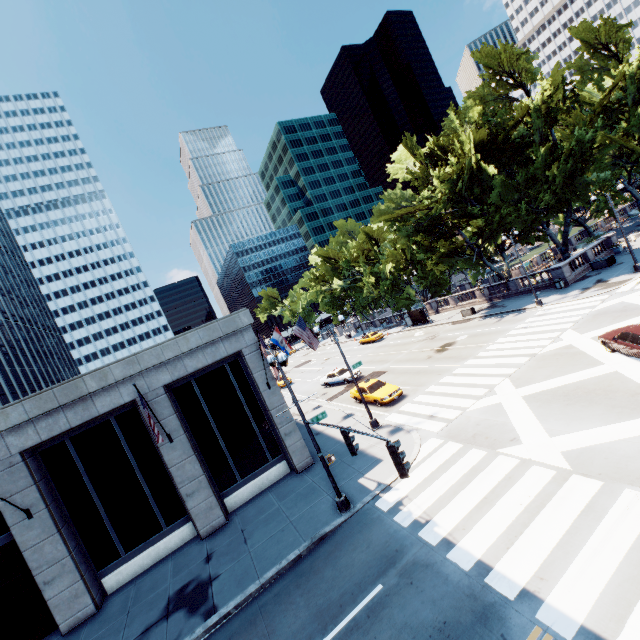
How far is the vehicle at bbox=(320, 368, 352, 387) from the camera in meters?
32.8 m

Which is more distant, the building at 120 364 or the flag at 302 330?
the flag at 302 330

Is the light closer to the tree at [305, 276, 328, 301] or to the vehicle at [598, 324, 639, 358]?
the vehicle at [598, 324, 639, 358]

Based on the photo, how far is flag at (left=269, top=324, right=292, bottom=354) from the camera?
24.9 meters

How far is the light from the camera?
9.48m

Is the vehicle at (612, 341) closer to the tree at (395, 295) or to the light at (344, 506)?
the light at (344, 506)

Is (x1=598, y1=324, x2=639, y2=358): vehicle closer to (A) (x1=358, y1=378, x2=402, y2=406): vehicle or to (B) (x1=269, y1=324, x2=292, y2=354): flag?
(A) (x1=358, y1=378, x2=402, y2=406): vehicle

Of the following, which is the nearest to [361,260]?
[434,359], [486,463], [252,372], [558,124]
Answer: [434,359]
